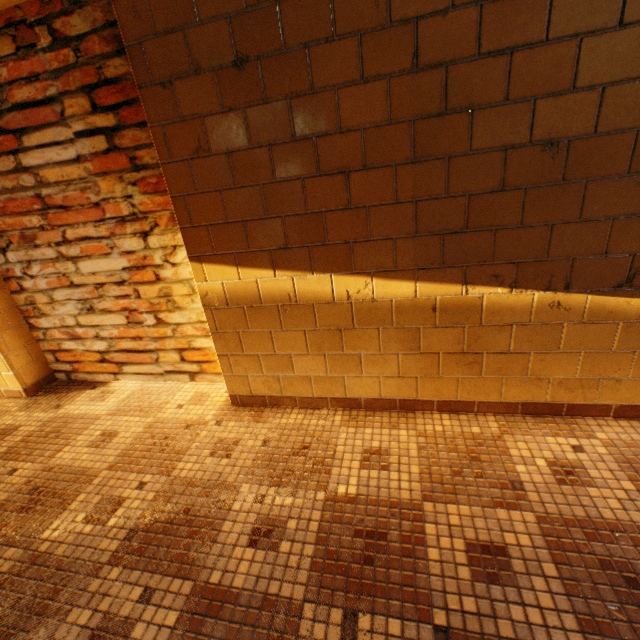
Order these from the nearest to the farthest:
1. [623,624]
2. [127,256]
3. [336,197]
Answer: [623,624] < [336,197] < [127,256]
